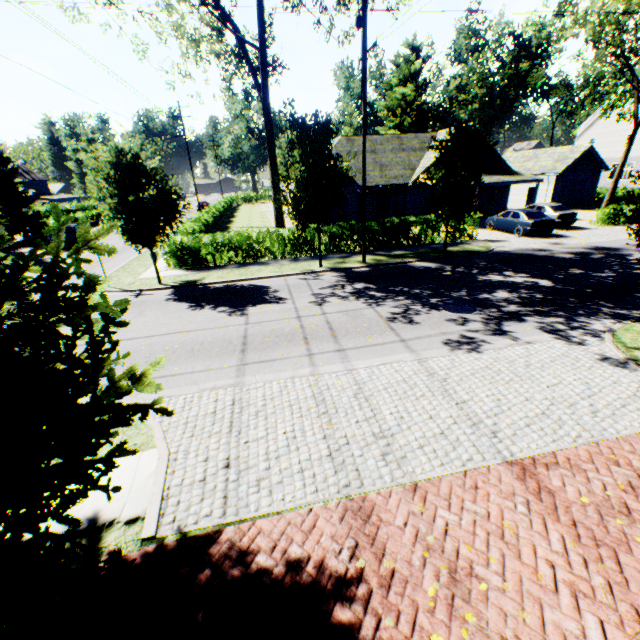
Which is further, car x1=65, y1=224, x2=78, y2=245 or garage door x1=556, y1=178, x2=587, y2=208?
garage door x1=556, y1=178, x2=587, y2=208

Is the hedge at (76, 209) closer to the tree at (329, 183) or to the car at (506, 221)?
the tree at (329, 183)

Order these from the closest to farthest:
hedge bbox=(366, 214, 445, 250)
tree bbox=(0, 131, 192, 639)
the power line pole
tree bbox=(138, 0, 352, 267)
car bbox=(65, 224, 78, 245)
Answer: tree bbox=(0, 131, 192, 639)
the power line pole
tree bbox=(138, 0, 352, 267)
hedge bbox=(366, 214, 445, 250)
car bbox=(65, 224, 78, 245)

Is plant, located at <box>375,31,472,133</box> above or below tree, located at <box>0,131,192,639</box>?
above

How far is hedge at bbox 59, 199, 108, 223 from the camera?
39.3 meters

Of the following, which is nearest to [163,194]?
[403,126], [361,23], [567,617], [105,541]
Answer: [361,23]

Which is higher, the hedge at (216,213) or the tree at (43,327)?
the tree at (43,327)

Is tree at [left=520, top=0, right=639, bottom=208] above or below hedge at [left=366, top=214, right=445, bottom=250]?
above
